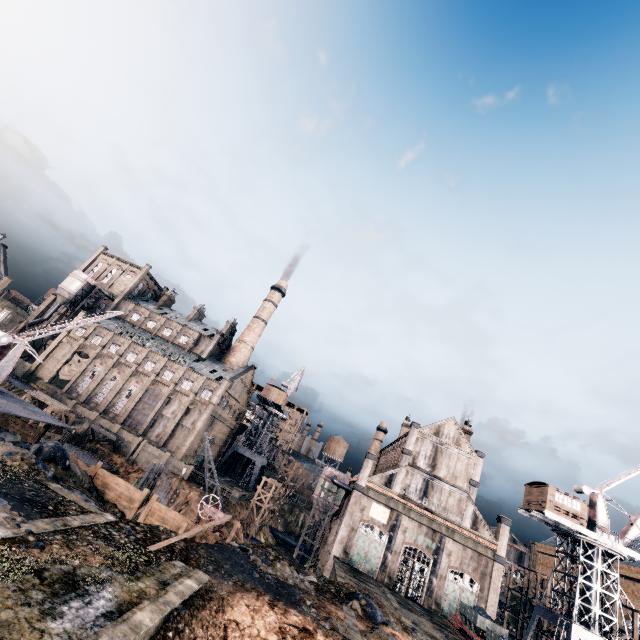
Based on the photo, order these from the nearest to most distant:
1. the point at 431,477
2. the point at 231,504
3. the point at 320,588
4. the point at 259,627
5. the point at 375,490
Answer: the point at 259,627, the point at 320,588, the point at 375,490, the point at 431,477, the point at 231,504

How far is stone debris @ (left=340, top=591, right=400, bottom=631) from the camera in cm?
2291

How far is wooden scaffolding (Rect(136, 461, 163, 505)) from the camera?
41.6 meters

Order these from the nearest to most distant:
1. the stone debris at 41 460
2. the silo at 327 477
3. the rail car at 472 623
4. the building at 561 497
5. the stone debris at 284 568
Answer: the stone debris at 41 460
the stone debris at 284 568
the rail car at 472 623
the building at 561 497
the silo at 327 477

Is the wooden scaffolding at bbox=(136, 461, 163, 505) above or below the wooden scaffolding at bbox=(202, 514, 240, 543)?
below

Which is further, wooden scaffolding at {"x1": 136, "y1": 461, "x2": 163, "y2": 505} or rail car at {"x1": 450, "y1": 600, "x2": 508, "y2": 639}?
wooden scaffolding at {"x1": 136, "y1": 461, "x2": 163, "y2": 505}

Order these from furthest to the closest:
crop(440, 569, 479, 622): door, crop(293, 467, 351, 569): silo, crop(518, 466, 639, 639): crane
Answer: crop(293, 467, 351, 569): silo
crop(440, 569, 479, 622): door
crop(518, 466, 639, 639): crane

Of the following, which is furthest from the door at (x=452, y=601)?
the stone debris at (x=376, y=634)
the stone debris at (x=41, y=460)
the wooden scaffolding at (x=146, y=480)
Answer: the wooden scaffolding at (x=146, y=480)
